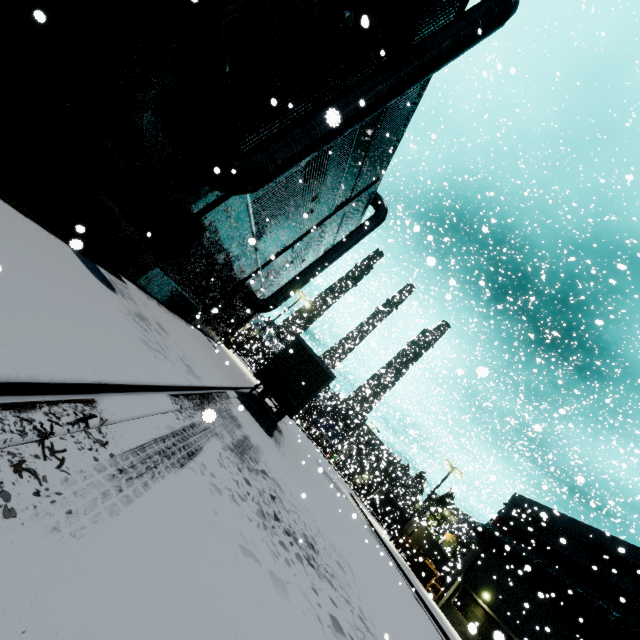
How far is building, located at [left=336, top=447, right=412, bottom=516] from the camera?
32.7m

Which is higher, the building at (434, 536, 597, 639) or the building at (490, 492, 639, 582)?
the building at (490, 492, 639, 582)

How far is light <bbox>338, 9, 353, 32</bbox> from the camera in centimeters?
810cm

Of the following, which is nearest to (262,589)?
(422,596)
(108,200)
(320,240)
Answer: (108,200)

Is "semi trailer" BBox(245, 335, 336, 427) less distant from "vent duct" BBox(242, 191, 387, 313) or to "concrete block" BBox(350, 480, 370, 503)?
"vent duct" BBox(242, 191, 387, 313)

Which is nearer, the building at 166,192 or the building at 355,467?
the building at 166,192

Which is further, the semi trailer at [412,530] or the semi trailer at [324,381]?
the semi trailer at [412,530]

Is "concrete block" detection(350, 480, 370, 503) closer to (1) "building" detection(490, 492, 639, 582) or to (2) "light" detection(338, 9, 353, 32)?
(1) "building" detection(490, 492, 639, 582)
